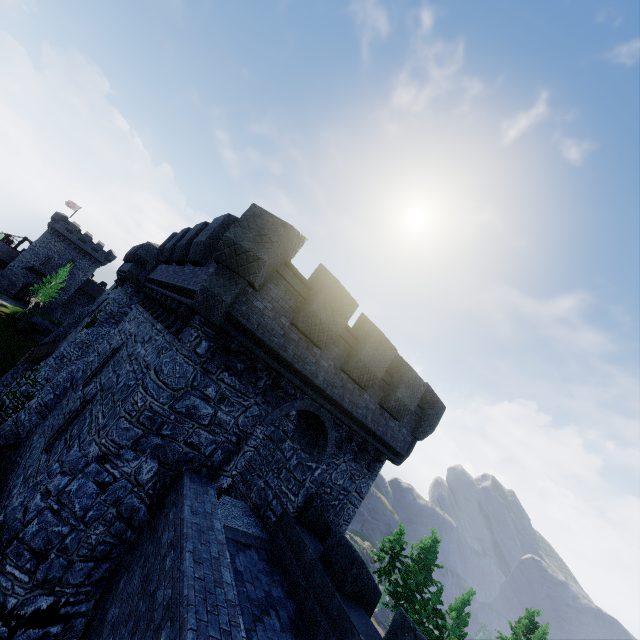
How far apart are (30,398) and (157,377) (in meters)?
20.02

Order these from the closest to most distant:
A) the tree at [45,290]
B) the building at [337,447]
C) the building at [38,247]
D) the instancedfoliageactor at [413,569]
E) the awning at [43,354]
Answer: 1. the building at [337,447]
2. the awning at [43,354]
3. the instancedfoliageactor at [413,569]
4. the tree at [45,290]
5. the building at [38,247]

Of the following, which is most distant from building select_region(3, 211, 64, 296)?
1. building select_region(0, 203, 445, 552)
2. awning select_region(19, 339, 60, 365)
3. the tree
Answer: awning select_region(19, 339, 60, 365)

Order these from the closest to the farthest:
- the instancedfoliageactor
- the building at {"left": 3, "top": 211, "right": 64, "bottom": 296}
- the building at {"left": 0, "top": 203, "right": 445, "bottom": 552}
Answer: the building at {"left": 0, "top": 203, "right": 445, "bottom": 552} → the instancedfoliageactor → the building at {"left": 3, "top": 211, "right": 64, "bottom": 296}

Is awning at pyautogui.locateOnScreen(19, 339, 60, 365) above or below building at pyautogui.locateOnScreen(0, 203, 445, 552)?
below

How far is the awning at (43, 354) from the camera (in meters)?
23.09

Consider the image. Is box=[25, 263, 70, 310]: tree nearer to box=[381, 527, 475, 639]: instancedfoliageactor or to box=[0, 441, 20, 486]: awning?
box=[0, 441, 20, 486]: awning

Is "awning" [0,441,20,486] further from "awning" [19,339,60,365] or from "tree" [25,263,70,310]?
"tree" [25,263,70,310]
